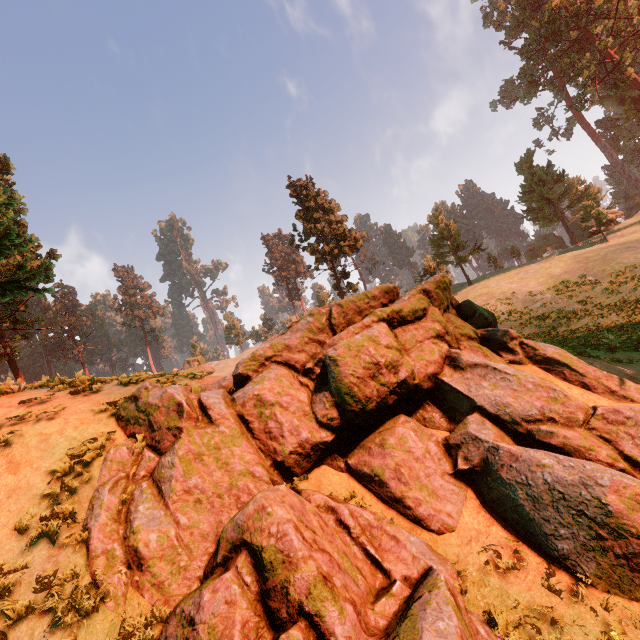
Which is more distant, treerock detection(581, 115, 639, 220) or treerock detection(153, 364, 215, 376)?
treerock detection(581, 115, 639, 220)

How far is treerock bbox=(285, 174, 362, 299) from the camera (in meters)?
37.47

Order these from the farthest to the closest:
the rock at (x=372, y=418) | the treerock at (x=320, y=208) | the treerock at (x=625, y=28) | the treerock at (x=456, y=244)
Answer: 1. the treerock at (x=456, y=244)
2. the treerock at (x=625, y=28)
3. the treerock at (x=320, y=208)
4. the rock at (x=372, y=418)

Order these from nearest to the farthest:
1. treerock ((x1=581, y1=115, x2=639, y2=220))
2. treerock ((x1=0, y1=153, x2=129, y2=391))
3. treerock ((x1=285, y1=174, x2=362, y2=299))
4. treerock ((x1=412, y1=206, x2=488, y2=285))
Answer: treerock ((x1=0, y1=153, x2=129, y2=391))
treerock ((x1=285, y1=174, x2=362, y2=299))
treerock ((x1=412, y1=206, x2=488, y2=285))
treerock ((x1=581, y1=115, x2=639, y2=220))

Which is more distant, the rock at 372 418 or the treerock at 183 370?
the treerock at 183 370

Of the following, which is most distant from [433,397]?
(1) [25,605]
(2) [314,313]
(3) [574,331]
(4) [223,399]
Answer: (3) [574,331]
